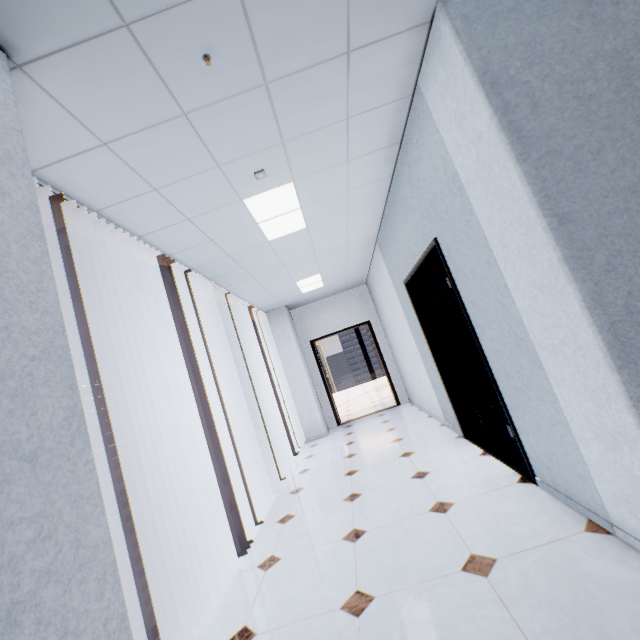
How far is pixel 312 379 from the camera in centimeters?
772cm

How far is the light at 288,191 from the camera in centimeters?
290cm

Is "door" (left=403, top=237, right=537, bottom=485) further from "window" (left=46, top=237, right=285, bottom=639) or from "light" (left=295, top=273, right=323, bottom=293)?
"window" (left=46, top=237, right=285, bottom=639)

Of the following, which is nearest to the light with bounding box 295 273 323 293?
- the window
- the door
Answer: the window

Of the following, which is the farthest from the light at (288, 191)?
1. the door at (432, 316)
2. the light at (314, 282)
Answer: the light at (314, 282)

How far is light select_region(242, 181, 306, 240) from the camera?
2.9 meters

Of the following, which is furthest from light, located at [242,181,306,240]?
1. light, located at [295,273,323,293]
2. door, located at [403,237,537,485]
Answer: light, located at [295,273,323,293]
